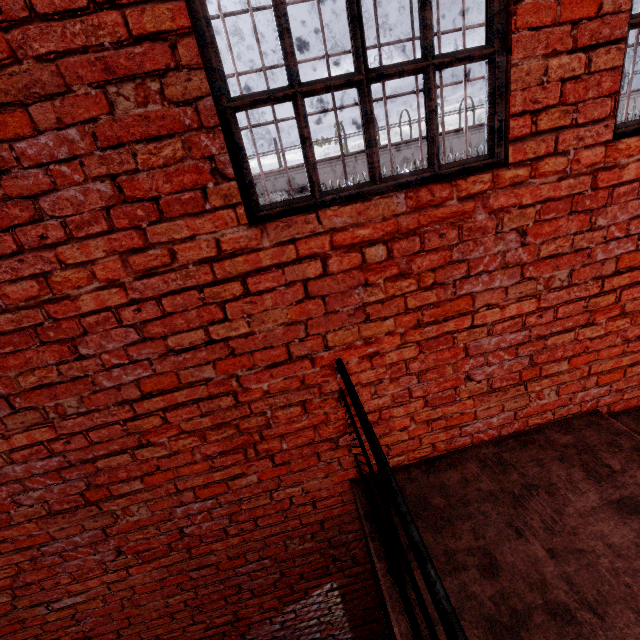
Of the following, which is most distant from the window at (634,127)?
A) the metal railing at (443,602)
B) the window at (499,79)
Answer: the metal railing at (443,602)

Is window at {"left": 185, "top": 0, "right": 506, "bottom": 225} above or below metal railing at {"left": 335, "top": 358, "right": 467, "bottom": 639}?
above

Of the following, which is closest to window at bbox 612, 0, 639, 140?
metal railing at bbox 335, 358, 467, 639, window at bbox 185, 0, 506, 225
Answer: window at bbox 185, 0, 506, 225

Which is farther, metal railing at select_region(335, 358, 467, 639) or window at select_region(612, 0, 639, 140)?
window at select_region(612, 0, 639, 140)

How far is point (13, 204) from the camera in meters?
1.4

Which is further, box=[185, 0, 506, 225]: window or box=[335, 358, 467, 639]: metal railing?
box=[185, 0, 506, 225]: window

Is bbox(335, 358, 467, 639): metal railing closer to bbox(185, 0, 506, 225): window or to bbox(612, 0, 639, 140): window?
bbox(185, 0, 506, 225): window
